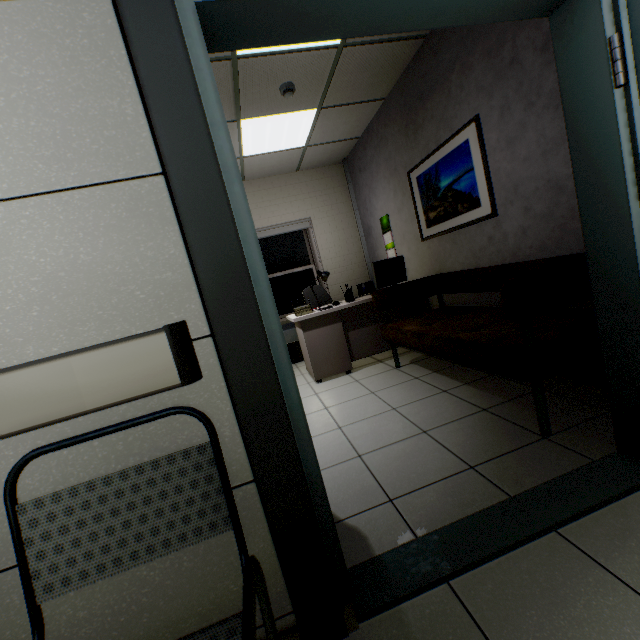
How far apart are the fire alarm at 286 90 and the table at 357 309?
2.34m

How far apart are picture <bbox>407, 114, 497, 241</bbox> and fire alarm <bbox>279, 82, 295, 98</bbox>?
1.59m

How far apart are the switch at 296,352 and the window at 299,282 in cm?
489

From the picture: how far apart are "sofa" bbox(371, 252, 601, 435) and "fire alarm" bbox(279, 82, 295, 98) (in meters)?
2.31

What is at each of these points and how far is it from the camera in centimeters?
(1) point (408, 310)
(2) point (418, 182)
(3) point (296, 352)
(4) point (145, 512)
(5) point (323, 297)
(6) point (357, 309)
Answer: (1) table, 422cm
(2) picture, 391cm
(3) switch, 126cm
(4) chair, 87cm
(5) chair, 546cm
(6) table, 407cm

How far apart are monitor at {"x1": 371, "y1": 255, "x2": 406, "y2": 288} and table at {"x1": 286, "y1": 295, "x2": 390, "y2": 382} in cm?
6

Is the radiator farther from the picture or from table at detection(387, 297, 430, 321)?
the picture

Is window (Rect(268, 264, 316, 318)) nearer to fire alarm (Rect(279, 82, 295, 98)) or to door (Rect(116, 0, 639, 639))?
fire alarm (Rect(279, 82, 295, 98))
